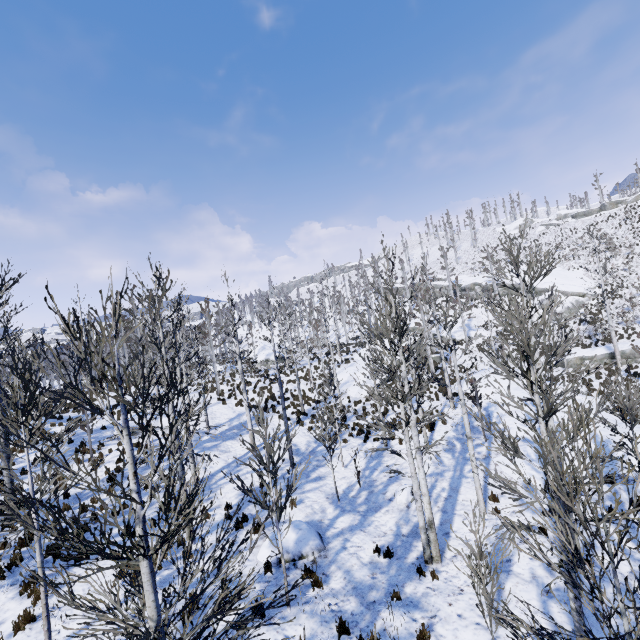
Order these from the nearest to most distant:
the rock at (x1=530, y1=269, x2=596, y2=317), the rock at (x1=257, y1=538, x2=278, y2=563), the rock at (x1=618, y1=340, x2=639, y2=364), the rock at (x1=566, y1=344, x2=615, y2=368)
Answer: the rock at (x1=257, y1=538, x2=278, y2=563)
the rock at (x1=618, y1=340, x2=639, y2=364)
the rock at (x1=566, y1=344, x2=615, y2=368)
the rock at (x1=530, y1=269, x2=596, y2=317)

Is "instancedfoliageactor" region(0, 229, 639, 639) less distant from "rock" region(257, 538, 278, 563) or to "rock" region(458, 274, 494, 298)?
"rock" region(257, 538, 278, 563)

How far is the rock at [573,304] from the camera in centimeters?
3797cm

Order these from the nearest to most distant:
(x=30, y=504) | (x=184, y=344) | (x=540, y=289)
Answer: (x=30, y=504)
(x=184, y=344)
(x=540, y=289)

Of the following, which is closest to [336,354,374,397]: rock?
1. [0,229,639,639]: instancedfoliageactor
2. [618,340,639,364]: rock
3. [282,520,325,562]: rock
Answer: [0,229,639,639]: instancedfoliageactor

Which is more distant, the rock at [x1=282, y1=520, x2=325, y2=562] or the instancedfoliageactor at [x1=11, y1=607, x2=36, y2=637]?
the rock at [x1=282, y1=520, x2=325, y2=562]

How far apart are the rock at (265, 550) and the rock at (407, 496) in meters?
3.4

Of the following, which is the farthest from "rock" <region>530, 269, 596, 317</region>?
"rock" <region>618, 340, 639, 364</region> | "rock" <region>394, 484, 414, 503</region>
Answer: "rock" <region>394, 484, 414, 503</region>
